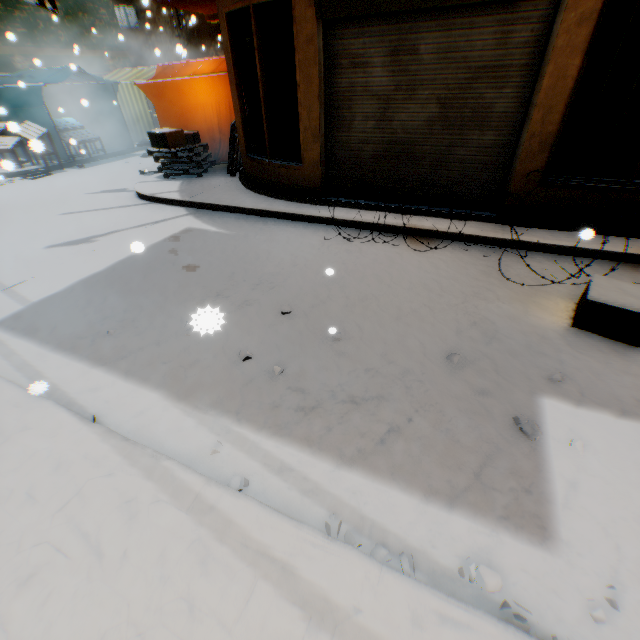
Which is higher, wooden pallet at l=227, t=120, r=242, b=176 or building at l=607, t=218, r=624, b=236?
wooden pallet at l=227, t=120, r=242, b=176

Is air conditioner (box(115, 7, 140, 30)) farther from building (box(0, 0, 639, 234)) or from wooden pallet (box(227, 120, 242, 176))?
wooden pallet (box(227, 120, 242, 176))

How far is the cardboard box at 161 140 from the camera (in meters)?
7.87

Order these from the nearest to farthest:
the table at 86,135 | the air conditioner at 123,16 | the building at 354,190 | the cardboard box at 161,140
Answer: the building at 354,190 < the cardboard box at 161,140 < the table at 86,135 < the air conditioner at 123,16

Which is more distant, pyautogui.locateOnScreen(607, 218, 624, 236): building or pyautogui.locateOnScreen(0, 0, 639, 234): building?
pyautogui.locateOnScreen(607, 218, 624, 236): building

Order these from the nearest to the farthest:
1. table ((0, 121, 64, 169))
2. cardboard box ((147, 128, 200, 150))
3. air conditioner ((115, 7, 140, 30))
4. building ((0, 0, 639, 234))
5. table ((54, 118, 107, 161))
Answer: building ((0, 0, 639, 234)) → table ((0, 121, 64, 169)) → cardboard box ((147, 128, 200, 150)) → table ((54, 118, 107, 161)) → air conditioner ((115, 7, 140, 30))

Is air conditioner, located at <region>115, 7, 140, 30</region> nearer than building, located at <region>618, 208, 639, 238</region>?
No

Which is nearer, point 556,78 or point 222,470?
point 222,470
